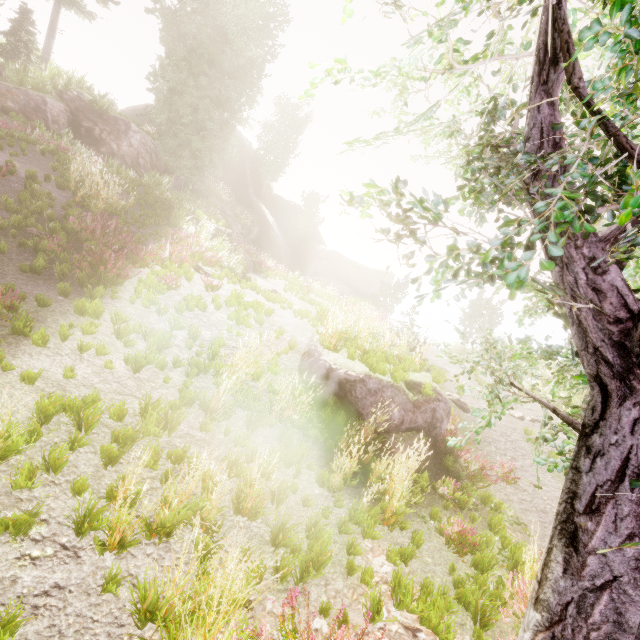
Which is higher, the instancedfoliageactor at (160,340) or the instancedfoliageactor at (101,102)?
the instancedfoliageactor at (101,102)

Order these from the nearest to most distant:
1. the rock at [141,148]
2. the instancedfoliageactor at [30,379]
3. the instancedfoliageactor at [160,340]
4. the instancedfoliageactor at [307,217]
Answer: the instancedfoliageactor at [30,379] → the instancedfoliageactor at [160,340] → the rock at [141,148] → the instancedfoliageactor at [307,217]

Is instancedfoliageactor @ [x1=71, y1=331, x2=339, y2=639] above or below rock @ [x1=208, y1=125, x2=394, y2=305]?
below

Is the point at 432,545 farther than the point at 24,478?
Yes

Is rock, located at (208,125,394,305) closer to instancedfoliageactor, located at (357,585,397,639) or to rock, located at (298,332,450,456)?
instancedfoliageactor, located at (357,585,397,639)

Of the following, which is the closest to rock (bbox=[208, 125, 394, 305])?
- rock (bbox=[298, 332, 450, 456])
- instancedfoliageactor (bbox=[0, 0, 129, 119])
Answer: instancedfoliageactor (bbox=[0, 0, 129, 119])

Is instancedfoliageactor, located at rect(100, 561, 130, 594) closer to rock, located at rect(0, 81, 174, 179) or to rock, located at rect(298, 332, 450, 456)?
rock, located at rect(0, 81, 174, 179)
